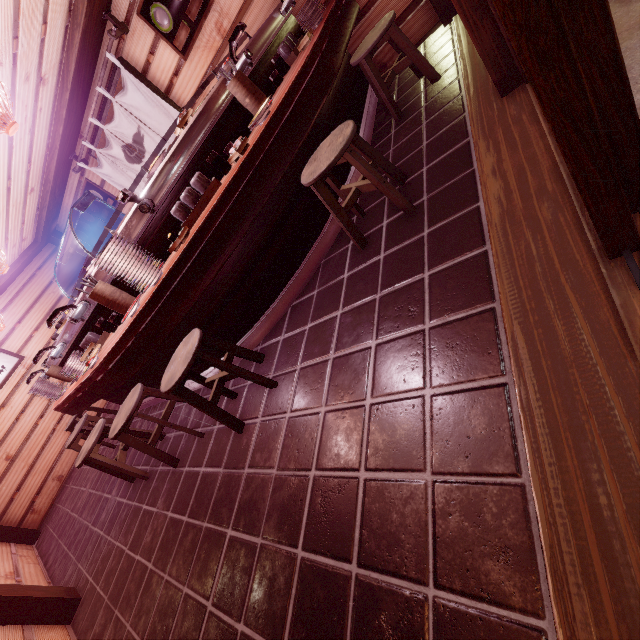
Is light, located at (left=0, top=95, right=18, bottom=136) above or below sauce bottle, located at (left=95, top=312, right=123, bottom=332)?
above

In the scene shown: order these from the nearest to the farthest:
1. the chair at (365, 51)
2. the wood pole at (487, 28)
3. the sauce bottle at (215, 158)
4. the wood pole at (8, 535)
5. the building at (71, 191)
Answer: the wood pole at (487, 28) < the sauce bottle at (215, 158) < the chair at (365, 51) < the wood pole at (8, 535) < the building at (71, 191)

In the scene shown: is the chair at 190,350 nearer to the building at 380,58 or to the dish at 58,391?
the building at 380,58

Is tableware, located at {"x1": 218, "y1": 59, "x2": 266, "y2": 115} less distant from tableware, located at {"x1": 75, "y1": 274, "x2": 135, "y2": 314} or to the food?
the food

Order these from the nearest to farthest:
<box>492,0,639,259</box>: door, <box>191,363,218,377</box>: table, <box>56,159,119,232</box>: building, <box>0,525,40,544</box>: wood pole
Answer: <box>492,0,639,259</box>: door
<box>191,363,218,377</box>: table
<box>0,525,40,544</box>: wood pole
<box>56,159,119,232</box>: building

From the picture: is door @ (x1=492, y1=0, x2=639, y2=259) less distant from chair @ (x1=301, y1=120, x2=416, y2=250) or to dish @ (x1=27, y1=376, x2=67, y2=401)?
chair @ (x1=301, y1=120, x2=416, y2=250)

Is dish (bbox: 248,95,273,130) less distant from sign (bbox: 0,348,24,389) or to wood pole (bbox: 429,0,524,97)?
wood pole (bbox: 429,0,524,97)

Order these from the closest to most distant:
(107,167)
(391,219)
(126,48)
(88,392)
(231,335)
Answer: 1. (391,219)
2. (231,335)
3. (88,392)
4. (126,48)
5. (107,167)
